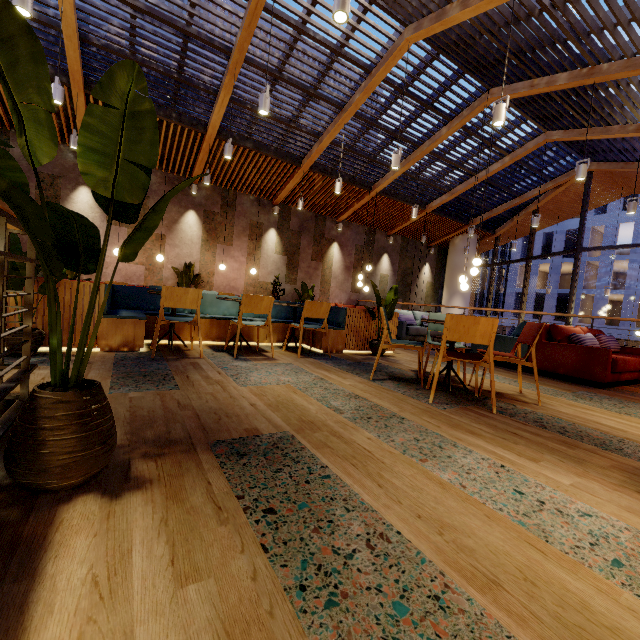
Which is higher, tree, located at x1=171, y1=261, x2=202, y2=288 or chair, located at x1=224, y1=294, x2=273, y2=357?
tree, located at x1=171, y1=261, x2=202, y2=288

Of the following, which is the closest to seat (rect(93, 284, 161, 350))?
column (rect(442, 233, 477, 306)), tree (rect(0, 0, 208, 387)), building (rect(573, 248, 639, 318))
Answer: tree (rect(0, 0, 208, 387))

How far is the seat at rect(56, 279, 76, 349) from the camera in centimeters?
357cm

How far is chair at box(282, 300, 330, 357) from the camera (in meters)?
4.76

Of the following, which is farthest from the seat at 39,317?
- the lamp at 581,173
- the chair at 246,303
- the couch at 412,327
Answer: the lamp at 581,173

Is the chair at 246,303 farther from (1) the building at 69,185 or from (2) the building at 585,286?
(2) the building at 585,286

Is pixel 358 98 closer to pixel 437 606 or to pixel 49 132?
pixel 49 132

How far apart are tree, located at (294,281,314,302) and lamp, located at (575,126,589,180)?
5.6 meters
